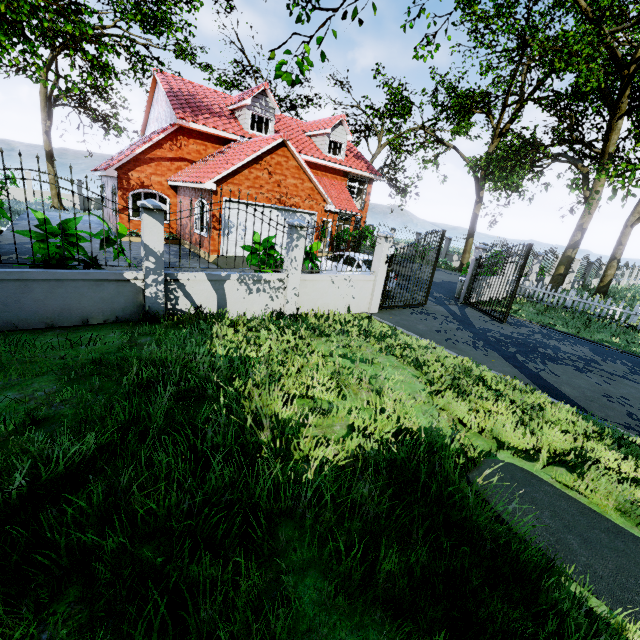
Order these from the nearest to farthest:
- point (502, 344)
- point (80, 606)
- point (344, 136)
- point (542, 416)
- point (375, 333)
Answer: point (80, 606) → point (542, 416) → point (375, 333) → point (502, 344) → point (344, 136)

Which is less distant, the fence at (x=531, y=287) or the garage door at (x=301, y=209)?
the fence at (x=531, y=287)

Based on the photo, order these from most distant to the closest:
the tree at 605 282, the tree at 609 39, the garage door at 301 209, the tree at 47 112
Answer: the tree at 605 282 → the garage door at 301 209 → the tree at 609 39 → the tree at 47 112

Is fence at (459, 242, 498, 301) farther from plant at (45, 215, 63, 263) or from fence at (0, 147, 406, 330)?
plant at (45, 215, 63, 263)

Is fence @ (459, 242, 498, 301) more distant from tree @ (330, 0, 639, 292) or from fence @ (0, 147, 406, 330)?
fence @ (0, 147, 406, 330)

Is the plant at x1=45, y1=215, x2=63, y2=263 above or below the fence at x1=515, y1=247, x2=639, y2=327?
above

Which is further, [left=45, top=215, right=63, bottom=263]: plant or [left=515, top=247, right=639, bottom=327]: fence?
[left=515, top=247, right=639, bottom=327]: fence

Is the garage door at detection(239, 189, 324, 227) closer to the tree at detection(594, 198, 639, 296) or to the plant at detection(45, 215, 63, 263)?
the plant at detection(45, 215, 63, 263)
